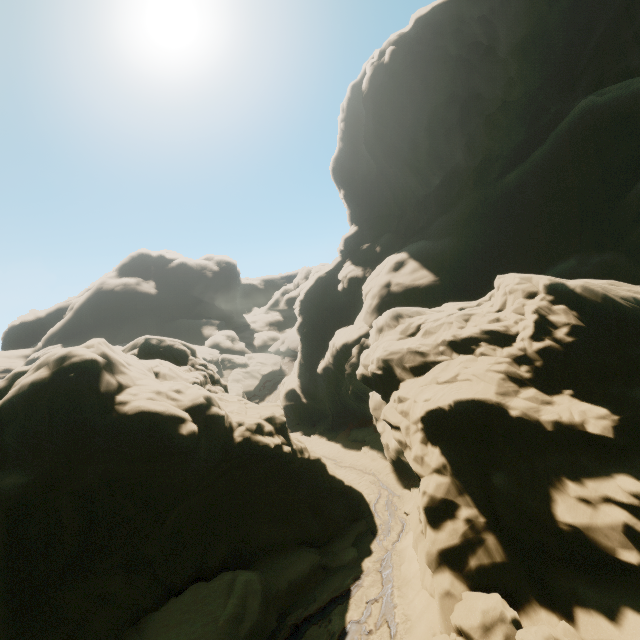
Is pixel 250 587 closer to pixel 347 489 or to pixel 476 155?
pixel 347 489
